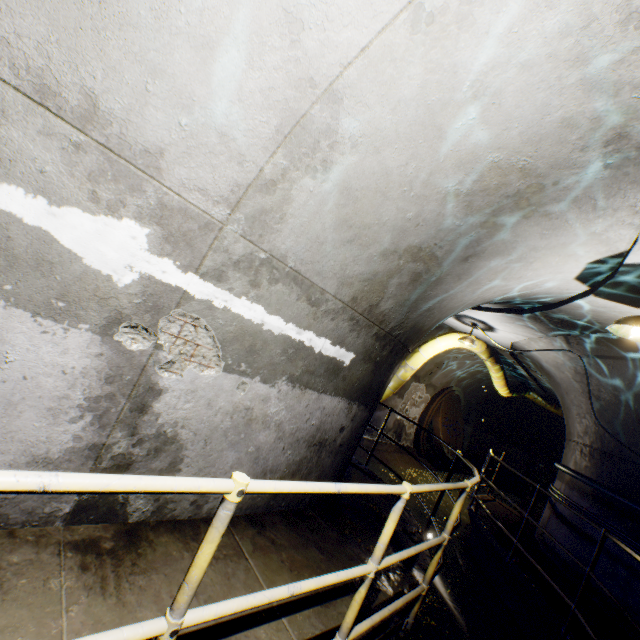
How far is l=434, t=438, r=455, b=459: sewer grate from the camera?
11.74m

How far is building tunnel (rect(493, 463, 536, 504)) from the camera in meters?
15.2

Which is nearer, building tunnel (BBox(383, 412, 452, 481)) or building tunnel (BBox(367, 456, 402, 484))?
building tunnel (BBox(367, 456, 402, 484))

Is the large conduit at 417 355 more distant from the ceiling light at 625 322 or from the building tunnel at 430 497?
the ceiling light at 625 322

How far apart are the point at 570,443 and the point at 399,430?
5.3m

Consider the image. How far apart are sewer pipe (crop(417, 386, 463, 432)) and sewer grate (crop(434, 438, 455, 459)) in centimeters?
1cm

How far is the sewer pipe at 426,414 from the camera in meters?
11.9 m
